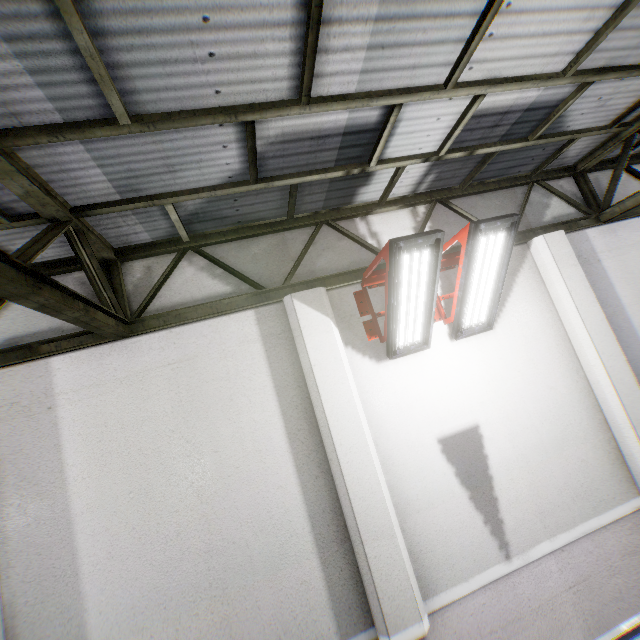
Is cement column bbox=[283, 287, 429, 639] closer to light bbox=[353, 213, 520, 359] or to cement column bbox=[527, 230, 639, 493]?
light bbox=[353, 213, 520, 359]

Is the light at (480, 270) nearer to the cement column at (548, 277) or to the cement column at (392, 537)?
the cement column at (392, 537)

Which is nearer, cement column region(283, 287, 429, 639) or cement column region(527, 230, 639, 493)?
cement column region(283, 287, 429, 639)

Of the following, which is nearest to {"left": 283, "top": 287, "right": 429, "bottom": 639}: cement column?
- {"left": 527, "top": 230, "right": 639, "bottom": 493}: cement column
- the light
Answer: the light

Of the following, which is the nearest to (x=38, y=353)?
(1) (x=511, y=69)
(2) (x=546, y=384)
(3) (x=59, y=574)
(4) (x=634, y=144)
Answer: (3) (x=59, y=574)

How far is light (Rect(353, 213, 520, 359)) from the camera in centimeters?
352cm

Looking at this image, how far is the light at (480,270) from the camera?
3.5 meters
